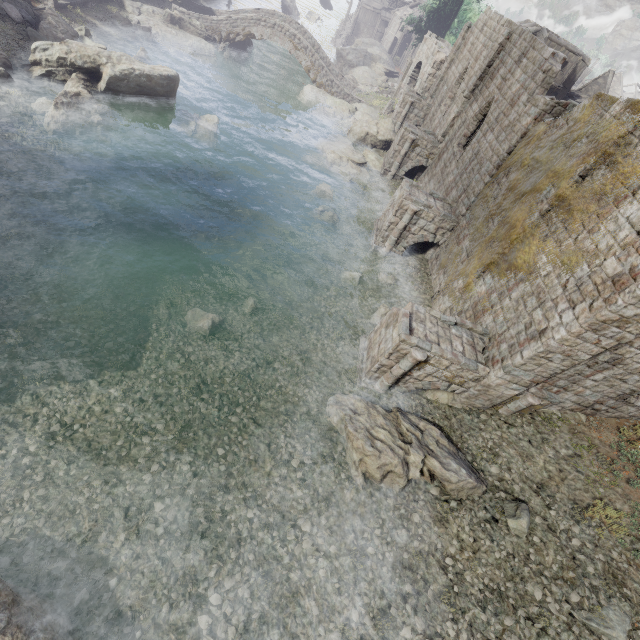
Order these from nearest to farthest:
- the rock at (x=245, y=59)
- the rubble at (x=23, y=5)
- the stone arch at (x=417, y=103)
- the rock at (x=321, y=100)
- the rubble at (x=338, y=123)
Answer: the stone arch at (x=417, y=103) < the rubble at (x=23, y=5) < the rubble at (x=338, y=123) < the rock at (x=321, y=100) < the rock at (x=245, y=59)

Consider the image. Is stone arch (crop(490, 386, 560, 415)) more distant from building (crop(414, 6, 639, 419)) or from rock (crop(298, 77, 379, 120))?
rock (crop(298, 77, 379, 120))

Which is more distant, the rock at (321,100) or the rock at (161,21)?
the rock at (321,100)

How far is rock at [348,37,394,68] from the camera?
48.4 meters

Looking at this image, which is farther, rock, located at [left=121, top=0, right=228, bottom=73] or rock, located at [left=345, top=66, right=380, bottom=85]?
rock, located at [left=345, top=66, right=380, bottom=85]

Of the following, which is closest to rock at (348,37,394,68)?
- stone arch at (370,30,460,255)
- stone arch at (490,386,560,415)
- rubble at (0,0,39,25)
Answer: stone arch at (370,30,460,255)

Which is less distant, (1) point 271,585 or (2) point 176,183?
(1) point 271,585

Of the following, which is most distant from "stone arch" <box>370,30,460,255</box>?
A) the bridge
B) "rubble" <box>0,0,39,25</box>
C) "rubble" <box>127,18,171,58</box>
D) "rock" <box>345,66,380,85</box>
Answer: "rubble" <box>0,0,39,25</box>
